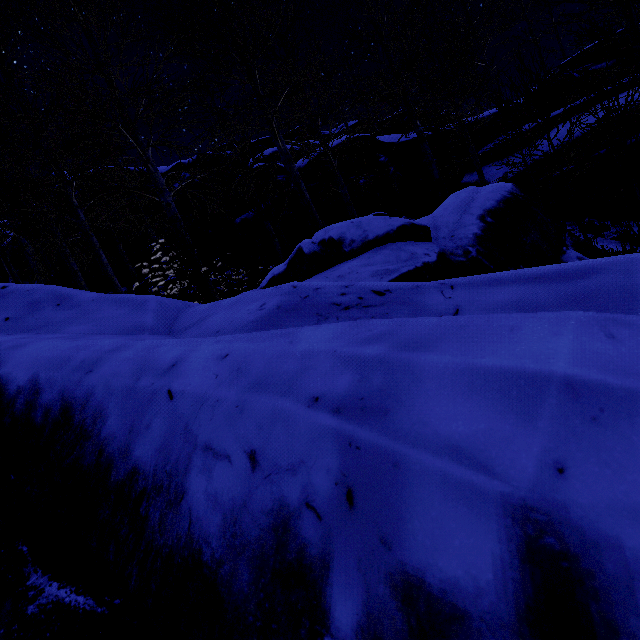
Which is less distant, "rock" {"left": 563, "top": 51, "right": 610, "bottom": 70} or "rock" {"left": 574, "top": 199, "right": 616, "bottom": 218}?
"rock" {"left": 574, "top": 199, "right": 616, "bottom": 218}

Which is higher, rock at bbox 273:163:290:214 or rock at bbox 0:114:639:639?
rock at bbox 273:163:290:214

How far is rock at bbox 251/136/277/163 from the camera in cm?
2341

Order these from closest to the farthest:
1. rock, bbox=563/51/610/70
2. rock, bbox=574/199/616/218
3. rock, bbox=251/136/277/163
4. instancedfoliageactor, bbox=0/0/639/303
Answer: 1. instancedfoliageactor, bbox=0/0/639/303
2. rock, bbox=574/199/616/218
3. rock, bbox=563/51/610/70
4. rock, bbox=251/136/277/163

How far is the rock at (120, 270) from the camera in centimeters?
1395cm

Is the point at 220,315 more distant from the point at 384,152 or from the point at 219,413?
the point at 384,152
